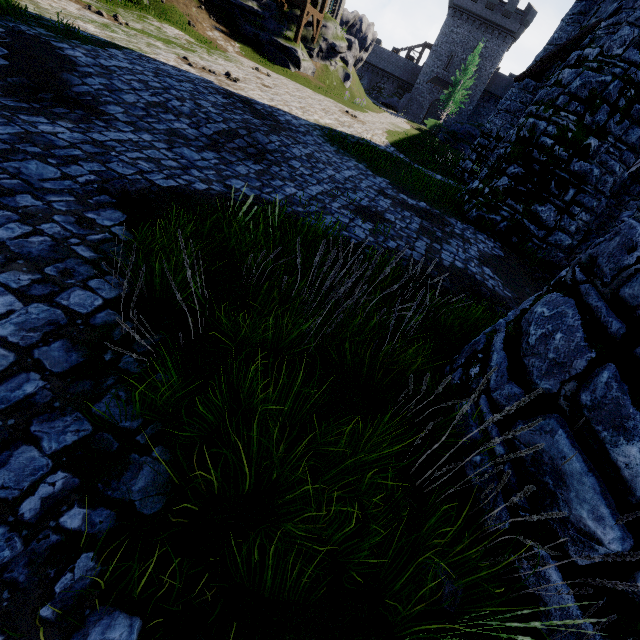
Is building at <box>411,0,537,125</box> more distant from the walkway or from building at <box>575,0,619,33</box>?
building at <box>575,0,619,33</box>

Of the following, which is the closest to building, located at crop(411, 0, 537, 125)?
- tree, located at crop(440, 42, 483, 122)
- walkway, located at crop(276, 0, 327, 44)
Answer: tree, located at crop(440, 42, 483, 122)

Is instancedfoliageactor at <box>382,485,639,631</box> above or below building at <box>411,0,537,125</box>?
below

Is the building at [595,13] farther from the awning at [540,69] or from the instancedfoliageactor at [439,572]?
the instancedfoliageactor at [439,572]

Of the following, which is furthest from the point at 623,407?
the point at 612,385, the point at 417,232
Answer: the point at 417,232

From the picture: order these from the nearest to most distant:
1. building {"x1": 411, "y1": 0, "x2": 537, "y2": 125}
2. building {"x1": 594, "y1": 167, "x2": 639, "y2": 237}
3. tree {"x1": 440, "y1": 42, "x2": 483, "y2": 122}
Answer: building {"x1": 594, "y1": 167, "x2": 639, "y2": 237}
tree {"x1": 440, "y1": 42, "x2": 483, "y2": 122}
building {"x1": 411, "y1": 0, "x2": 537, "y2": 125}

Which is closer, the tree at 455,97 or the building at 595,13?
the building at 595,13

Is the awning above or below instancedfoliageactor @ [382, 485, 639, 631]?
above
